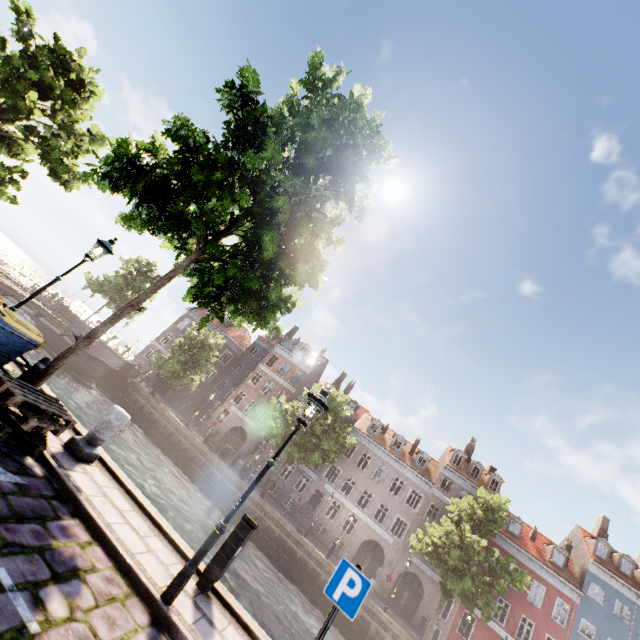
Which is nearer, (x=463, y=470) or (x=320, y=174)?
(x=320, y=174)

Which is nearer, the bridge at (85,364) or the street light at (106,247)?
the street light at (106,247)

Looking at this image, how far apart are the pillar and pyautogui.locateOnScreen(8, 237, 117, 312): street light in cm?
321

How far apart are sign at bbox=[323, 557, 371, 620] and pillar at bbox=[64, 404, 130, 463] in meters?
5.1 m

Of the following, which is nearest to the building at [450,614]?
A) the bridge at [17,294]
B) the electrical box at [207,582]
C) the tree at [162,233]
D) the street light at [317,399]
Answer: the tree at [162,233]

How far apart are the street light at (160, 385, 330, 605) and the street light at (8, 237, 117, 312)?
6.5m

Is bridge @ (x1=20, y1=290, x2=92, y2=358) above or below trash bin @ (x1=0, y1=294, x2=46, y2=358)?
below

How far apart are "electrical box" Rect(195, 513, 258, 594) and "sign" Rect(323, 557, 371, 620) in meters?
2.0 m
